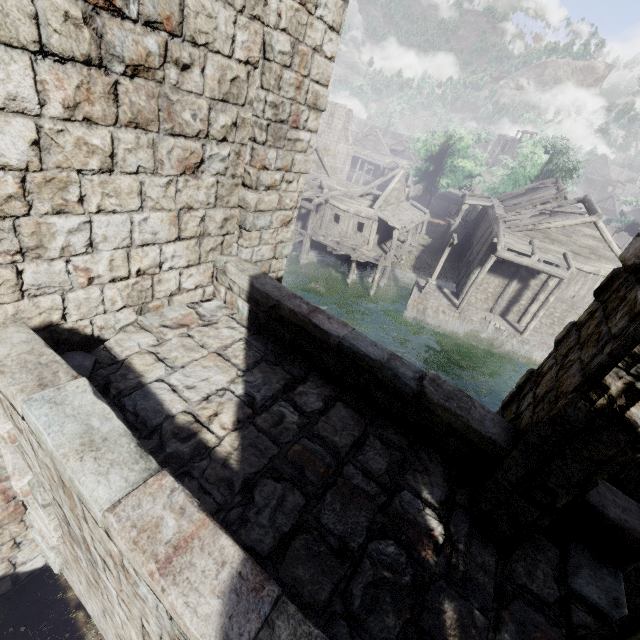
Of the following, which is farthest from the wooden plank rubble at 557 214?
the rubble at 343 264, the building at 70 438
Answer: the rubble at 343 264

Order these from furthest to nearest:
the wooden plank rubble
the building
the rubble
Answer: the rubble, the wooden plank rubble, the building

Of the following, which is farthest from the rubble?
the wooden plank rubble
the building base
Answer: the wooden plank rubble

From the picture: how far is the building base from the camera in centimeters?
2253cm

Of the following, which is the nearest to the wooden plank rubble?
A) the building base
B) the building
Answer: the building

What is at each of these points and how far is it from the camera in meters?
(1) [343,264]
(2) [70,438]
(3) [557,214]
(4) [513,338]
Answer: (1) rubble, 28.6
(2) building, 2.5
(3) wooden plank rubble, 21.9
(4) building base, 22.5

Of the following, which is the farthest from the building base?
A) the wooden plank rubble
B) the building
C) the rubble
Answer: the wooden plank rubble

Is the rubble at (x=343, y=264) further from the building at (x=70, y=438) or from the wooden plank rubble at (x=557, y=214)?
the wooden plank rubble at (x=557, y=214)
